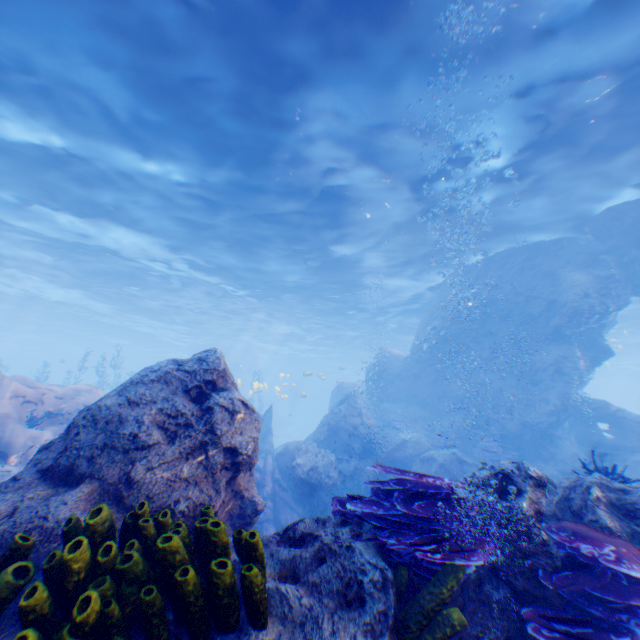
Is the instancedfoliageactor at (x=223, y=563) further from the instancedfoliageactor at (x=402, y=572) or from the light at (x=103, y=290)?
the light at (x=103, y=290)

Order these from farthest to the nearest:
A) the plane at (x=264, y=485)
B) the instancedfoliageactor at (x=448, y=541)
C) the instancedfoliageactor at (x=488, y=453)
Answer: the instancedfoliageactor at (x=488, y=453), the plane at (x=264, y=485), the instancedfoliageactor at (x=448, y=541)

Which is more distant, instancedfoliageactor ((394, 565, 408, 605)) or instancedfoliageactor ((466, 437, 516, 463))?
instancedfoliageactor ((466, 437, 516, 463))

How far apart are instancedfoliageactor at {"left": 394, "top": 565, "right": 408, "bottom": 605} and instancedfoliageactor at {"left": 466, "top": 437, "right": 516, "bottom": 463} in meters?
11.7 m

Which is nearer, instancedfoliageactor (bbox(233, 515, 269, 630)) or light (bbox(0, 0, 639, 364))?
instancedfoliageactor (bbox(233, 515, 269, 630))

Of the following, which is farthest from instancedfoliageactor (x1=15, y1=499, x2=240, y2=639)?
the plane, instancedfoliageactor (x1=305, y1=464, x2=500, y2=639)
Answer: instancedfoliageactor (x1=305, y1=464, x2=500, y2=639)

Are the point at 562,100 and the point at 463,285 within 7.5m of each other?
no

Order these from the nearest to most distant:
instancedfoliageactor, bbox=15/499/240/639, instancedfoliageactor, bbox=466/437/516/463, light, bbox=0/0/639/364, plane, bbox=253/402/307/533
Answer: instancedfoliageactor, bbox=15/499/240/639
light, bbox=0/0/639/364
plane, bbox=253/402/307/533
instancedfoliageactor, bbox=466/437/516/463
